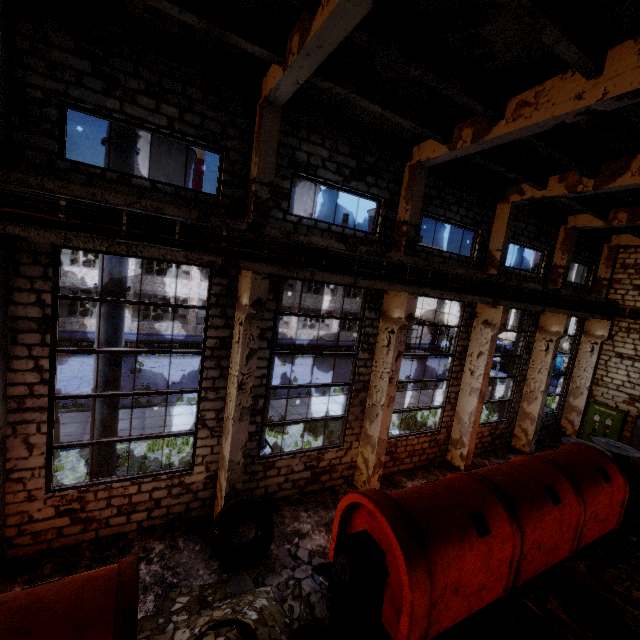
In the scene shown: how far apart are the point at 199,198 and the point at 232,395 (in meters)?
4.51

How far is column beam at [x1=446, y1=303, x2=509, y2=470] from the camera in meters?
11.5 m

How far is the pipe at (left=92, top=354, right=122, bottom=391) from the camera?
7.5 meters

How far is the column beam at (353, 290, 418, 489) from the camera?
9.3m

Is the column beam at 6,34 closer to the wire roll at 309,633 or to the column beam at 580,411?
the wire roll at 309,633

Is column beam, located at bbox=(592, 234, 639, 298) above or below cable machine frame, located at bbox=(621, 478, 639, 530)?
above

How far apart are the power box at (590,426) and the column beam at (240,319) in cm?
1719

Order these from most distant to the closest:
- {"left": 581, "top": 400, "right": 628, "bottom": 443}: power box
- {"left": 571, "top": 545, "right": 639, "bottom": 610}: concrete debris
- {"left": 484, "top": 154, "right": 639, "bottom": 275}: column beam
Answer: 1. {"left": 581, "top": 400, "right": 628, "bottom": 443}: power box
2. {"left": 484, "top": 154, "right": 639, "bottom": 275}: column beam
3. {"left": 571, "top": 545, "right": 639, "bottom": 610}: concrete debris
